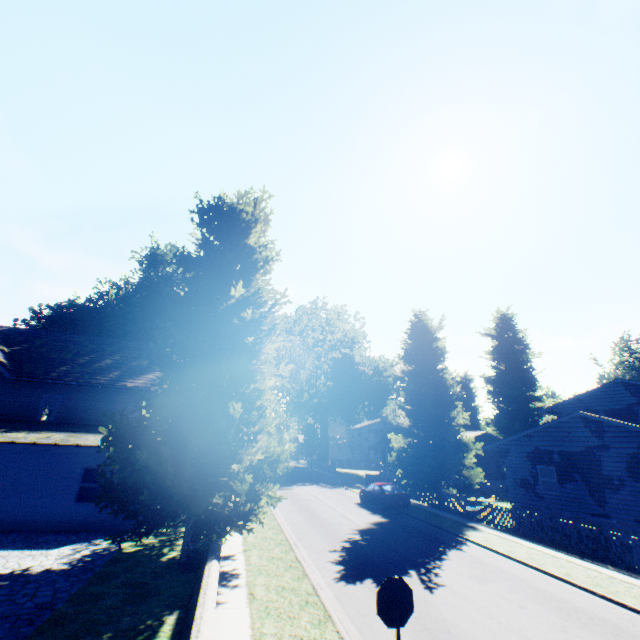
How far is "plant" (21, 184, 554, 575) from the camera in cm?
1055

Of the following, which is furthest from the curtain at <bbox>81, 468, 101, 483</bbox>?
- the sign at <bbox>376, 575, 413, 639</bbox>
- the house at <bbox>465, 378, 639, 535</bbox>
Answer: the house at <bbox>465, 378, 639, 535</bbox>

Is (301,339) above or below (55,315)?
below

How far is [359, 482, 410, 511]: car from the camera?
21.5 meters

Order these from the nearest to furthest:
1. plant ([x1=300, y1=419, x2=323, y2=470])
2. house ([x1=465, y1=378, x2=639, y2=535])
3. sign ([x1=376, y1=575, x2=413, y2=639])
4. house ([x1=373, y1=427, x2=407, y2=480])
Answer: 1. sign ([x1=376, y1=575, x2=413, y2=639])
2. house ([x1=465, y1=378, x2=639, y2=535])
3. house ([x1=373, y1=427, x2=407, y2=480])
4. plant ([x1=300, y1=419, x2=323, y2=470])

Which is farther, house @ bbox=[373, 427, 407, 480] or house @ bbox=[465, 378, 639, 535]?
house @ bbox=[373, 427, 407, 480]

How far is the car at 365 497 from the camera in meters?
Result: 21.5

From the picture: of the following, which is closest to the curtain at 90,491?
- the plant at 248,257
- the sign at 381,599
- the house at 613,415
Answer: the plant at 248,257
